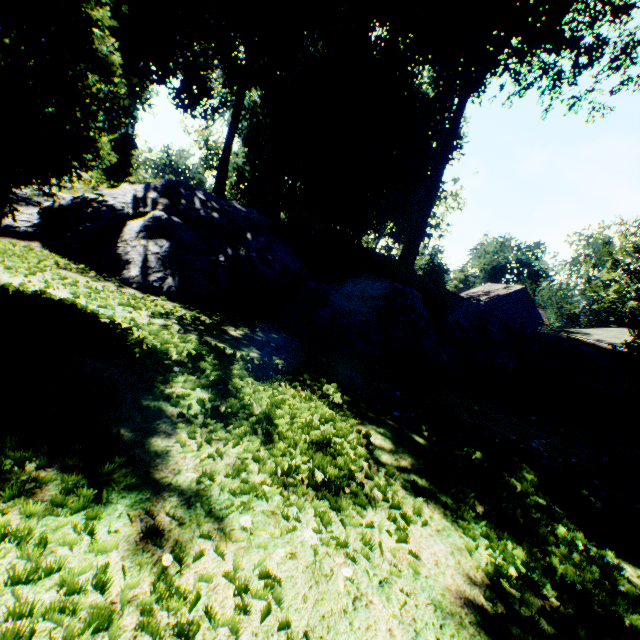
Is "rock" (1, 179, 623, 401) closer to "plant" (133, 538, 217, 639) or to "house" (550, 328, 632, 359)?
"plant" (133, 538, 217, 639)

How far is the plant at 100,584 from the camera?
1.33m

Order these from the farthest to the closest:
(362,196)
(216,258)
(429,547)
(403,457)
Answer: (362,196) → (216,258) → (403,457) → (429,547)

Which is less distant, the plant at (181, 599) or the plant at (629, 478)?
the plant at (181, 599)

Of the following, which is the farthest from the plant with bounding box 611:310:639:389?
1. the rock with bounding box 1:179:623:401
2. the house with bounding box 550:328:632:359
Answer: the house with bounding box 550:328:632:359

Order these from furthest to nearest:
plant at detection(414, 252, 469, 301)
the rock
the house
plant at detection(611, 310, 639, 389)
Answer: the house → plant at detection(414, 252, 469, 301) → plant at detection(611, 310, 639, 389) → the rock

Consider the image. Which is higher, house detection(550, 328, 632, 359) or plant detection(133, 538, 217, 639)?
house detection(550, 328, 632, 359)

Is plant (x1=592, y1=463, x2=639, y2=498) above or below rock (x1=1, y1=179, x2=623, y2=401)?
below
